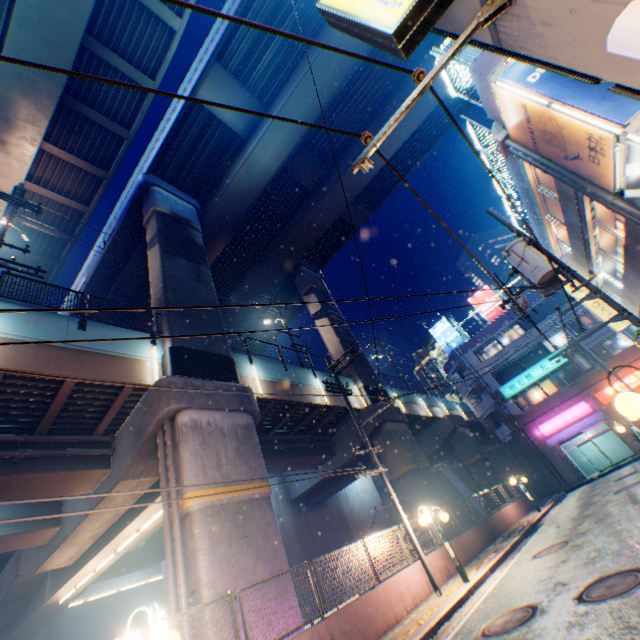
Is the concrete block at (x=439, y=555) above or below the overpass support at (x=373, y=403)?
below

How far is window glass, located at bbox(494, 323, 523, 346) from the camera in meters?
34.1

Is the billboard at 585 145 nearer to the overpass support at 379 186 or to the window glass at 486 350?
the overpass support at 379 186

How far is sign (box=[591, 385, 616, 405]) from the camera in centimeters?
2762cm

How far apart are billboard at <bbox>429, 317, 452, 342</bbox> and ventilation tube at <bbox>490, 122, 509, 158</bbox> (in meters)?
28.21

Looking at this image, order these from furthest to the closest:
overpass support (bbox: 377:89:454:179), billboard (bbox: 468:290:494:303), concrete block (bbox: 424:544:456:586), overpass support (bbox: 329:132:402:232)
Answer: billboard (bbox: 468:290:494:303)
overpass support (bbox: 329:132:402:232)
overpass support (bbox: 377:89:454:179)
concrete block (bbox: 424:544:456:586)

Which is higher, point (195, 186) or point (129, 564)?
point (195, 186)

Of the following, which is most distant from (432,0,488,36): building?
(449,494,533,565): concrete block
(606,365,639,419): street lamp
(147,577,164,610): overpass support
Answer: (147,577,164,610): overpass support
